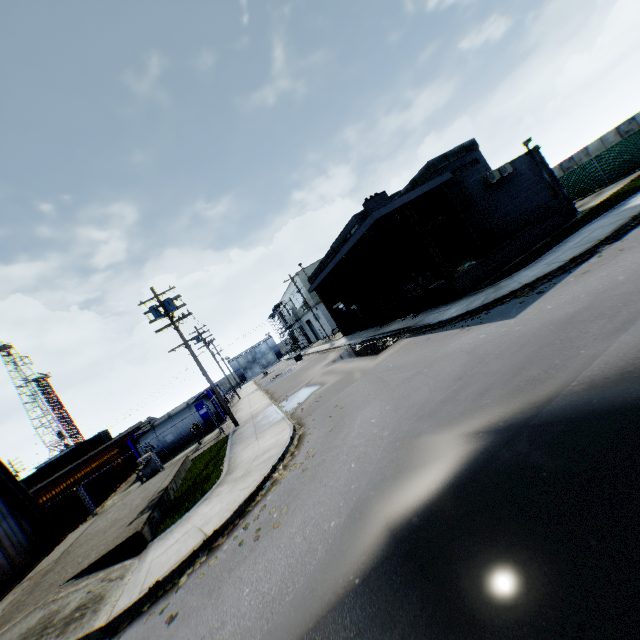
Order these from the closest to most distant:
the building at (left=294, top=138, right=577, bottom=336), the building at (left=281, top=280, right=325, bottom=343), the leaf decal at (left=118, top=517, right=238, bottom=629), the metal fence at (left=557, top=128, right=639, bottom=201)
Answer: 1. the leaf decal at (left=118, top=517, right=238, bottom=629)
2. the building at (left=294, top=138, right=577, bottom=336)
3. the metal fence at (left=557, top=128, right=639, bottom=201)
4. the building at (left=281, top=280, right=325, bottom=343)

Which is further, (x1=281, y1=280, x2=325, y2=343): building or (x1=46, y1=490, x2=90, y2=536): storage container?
(x1=281, y1=280, x2=325, y2=343): building

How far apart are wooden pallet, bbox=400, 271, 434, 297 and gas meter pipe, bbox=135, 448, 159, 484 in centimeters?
1938cm

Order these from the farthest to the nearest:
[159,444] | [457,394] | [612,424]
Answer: [159,444] < [457,394] < [612,424]

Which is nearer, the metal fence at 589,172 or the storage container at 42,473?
the metal fence at 589,172

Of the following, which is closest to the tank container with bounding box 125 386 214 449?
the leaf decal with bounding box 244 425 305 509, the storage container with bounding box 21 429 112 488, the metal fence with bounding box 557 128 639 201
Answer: the metal fence with bounding box 557 128 639 201

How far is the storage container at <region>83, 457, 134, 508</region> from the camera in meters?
21.5 m

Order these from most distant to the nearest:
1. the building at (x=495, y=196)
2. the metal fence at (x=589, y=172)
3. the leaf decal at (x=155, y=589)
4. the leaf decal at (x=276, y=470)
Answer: the metal fence at (x=589, y=172) → the building at (x=495, y=196) → the leaf decal at (x=276, y=470) → the leaf decal at (x=155, y=589)
